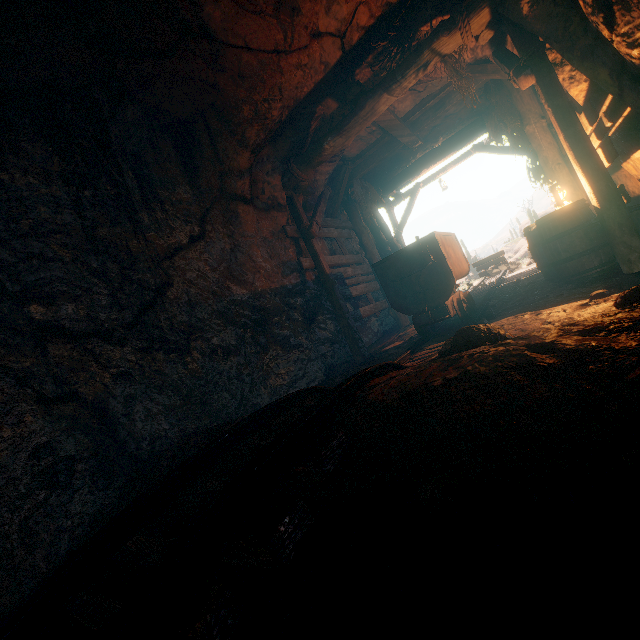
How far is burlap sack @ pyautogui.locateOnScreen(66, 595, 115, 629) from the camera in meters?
1.2 m

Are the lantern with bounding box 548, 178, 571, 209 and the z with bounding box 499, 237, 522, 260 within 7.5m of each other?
no

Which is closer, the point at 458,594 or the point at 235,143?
the point at 458,594

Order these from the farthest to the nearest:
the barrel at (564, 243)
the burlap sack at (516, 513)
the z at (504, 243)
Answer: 1. the z at (504, 243)
2. the barrel at (564, 243)
3. the burlap sack at (516, 513)

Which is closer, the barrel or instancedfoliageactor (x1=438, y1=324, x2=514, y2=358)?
instancedfoliageactor (x1=438, y1=324, x2=514, y2=358)

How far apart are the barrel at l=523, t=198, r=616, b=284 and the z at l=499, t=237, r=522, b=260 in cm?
3707

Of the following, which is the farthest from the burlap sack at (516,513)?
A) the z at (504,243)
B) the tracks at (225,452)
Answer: the z at (504,243)

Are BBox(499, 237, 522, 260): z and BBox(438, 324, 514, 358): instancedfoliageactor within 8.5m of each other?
no
